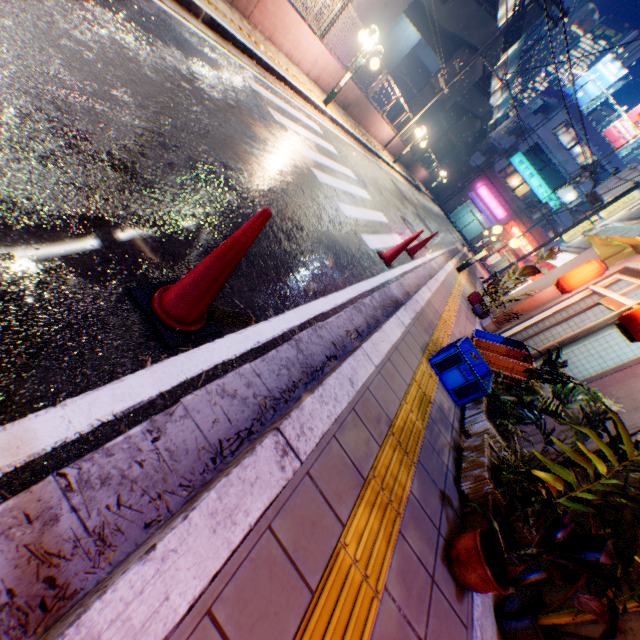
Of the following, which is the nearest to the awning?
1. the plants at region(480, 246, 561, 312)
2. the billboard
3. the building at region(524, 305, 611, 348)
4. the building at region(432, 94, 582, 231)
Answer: the building at region(524, 305, 611, 348)

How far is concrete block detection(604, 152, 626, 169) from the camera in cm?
3297

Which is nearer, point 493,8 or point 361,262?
point 361,262

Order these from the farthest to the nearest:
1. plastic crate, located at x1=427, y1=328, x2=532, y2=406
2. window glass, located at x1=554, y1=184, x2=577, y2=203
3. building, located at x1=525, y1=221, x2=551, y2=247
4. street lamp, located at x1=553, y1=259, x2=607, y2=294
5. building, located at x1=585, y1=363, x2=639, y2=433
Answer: building, located at x1=525, y1=221, x2=551, y2=247 → window glass, located at x1=554, y1=184, x2=577, y2=203 → street lamp, located at x1=553, y1=259, x2=607, y2=294 → plastic crate, located at x1=427, y1=328, x2=532, y2=406 → building, located at x1=585, y1=363, x2=639, y2=433

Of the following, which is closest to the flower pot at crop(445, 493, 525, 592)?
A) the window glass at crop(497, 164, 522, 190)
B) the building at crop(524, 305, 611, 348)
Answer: the building at crop(524, 305, 611, 348)

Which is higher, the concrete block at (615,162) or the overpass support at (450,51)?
the concrete block at (615,162)

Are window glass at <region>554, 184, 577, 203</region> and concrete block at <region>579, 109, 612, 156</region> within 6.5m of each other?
yes

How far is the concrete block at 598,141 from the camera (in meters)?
33.19
